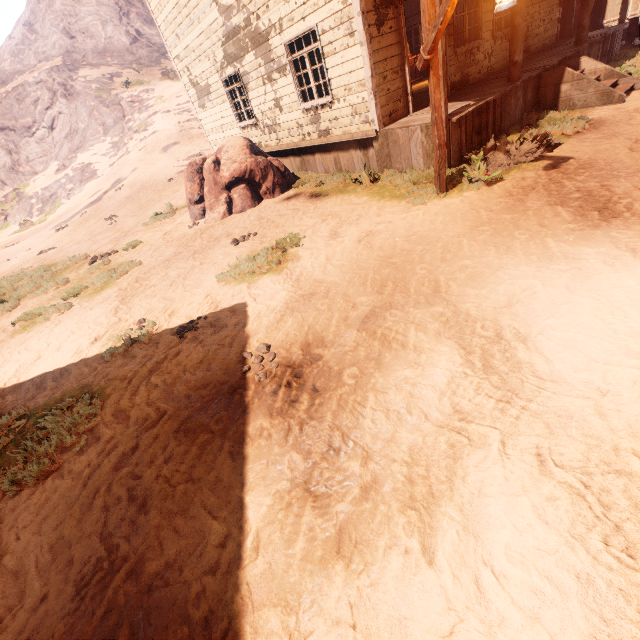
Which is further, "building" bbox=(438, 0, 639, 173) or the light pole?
"building" bbox=(438, 0, 639, 173)

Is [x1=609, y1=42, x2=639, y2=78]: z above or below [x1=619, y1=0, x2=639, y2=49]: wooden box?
below

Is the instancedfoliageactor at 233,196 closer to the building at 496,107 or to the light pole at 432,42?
the building at 496,107

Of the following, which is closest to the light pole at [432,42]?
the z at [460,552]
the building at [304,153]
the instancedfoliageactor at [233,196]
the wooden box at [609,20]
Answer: the z at [460,552]

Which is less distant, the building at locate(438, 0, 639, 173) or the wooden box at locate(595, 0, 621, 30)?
the building at locate(438, 0, 639, 173)

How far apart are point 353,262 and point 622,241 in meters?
3.2 m

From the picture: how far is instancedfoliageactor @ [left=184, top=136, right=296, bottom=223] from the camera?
9.3 meters

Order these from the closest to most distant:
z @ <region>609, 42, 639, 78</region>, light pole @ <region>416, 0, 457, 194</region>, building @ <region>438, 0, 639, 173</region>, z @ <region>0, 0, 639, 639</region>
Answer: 1. z @ <region>0, 0, 639, 639</region>
2. light pole @ <region>416, 0, 457, 194</region>
3. building @ <region>438, 0, 639, 173</region>
4. z @ <region>609, 42, 639, 78</region>
